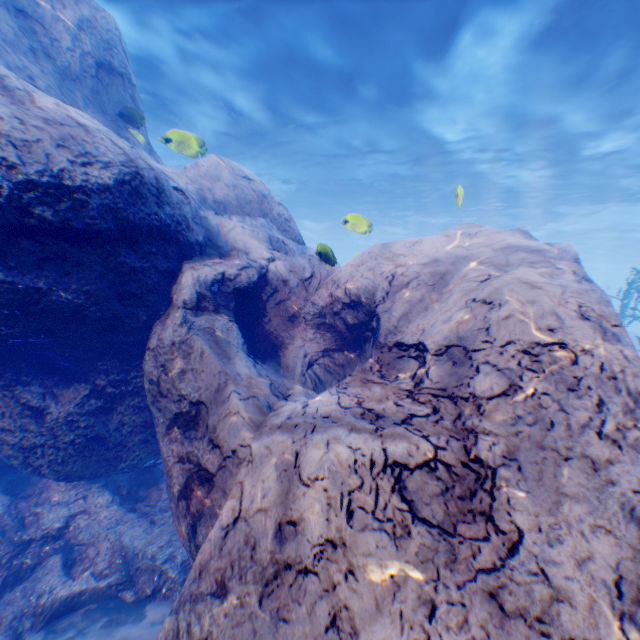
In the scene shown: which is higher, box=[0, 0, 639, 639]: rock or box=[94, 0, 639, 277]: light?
box=[94, 0, 639, 277]: light

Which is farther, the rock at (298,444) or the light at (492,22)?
the light at (492,22)

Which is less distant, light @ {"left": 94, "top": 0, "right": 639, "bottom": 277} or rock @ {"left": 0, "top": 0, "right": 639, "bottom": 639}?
rock @ {"left": 0, "top": 0, "right": 639, "bottom": 639}

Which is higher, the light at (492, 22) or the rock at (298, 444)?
the light at (492, 22)

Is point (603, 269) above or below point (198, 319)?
above
